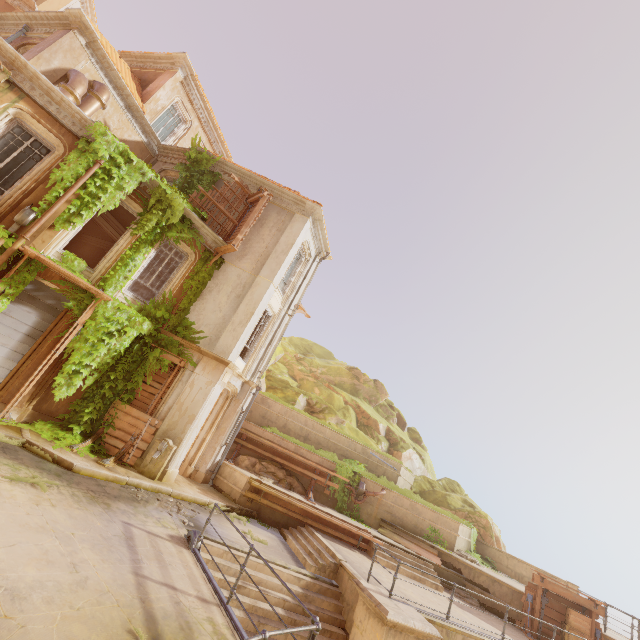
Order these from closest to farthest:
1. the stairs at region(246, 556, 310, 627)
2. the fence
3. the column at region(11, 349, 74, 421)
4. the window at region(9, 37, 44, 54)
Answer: the fence
the stairs at region(246, 556, 310, 627)
the column at region(11, 349, 74, 421)
the window at region(9, 37, 44, 54)

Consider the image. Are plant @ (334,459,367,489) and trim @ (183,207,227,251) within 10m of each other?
no

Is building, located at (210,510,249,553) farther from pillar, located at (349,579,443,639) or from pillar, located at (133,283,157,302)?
pillar, located at (133,283,157,302)

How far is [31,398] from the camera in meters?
10.0

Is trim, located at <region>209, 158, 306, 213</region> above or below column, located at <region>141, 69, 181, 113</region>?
below

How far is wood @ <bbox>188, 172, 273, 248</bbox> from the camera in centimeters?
1340cm

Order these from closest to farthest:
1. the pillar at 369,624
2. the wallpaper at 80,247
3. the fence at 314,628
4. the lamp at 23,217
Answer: the fence at 314,628
the pillar at 369,624
the lamp at 23,217
the wallpaper at 80,247

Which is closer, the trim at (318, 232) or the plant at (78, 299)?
the plant at (78, 299)
